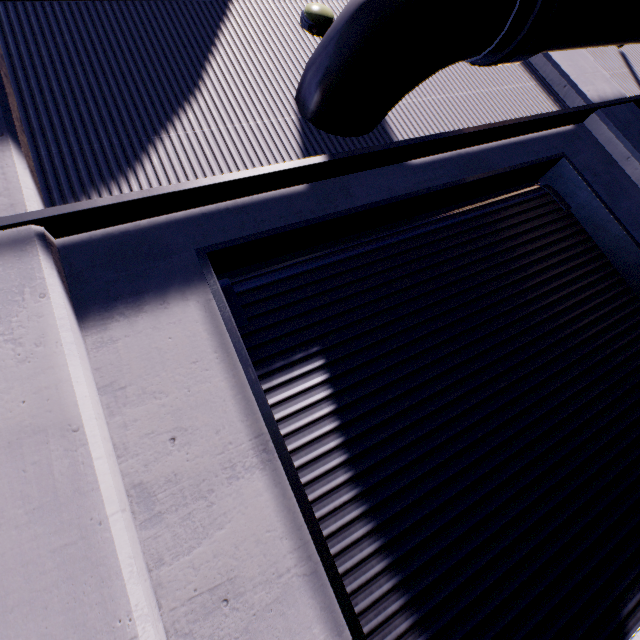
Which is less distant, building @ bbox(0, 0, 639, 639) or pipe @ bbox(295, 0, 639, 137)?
building @ bbox(0, 0, 639, 639)

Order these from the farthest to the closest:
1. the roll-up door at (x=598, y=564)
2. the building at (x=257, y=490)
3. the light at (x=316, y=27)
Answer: the light at (x=316, y=27) < the roll-up door at (x=598, y=564) < the building at (x=257, y=490)

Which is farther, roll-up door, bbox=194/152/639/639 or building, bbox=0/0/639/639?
roll-up door, bbox=194/152/639/639

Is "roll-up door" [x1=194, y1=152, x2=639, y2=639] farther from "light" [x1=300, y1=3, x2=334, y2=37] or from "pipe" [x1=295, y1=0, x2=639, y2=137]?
"light" [x1=300, y1=3, x2=334, y2=37]

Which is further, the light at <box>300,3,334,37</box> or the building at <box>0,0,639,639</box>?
the light at <box>300,3,334,37</box>

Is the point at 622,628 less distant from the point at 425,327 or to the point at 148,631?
the point at 425,327

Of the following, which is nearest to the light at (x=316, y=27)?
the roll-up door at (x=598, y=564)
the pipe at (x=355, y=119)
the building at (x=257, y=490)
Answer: the building at (x=257, y=490)

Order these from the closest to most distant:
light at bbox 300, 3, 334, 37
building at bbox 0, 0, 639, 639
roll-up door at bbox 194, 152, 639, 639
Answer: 1. building at bbox 0, 0, 639, 639
2. roll-up door at bbox 194, 152, 639, 639
3. light at bbox 300, 3, 334, 37
